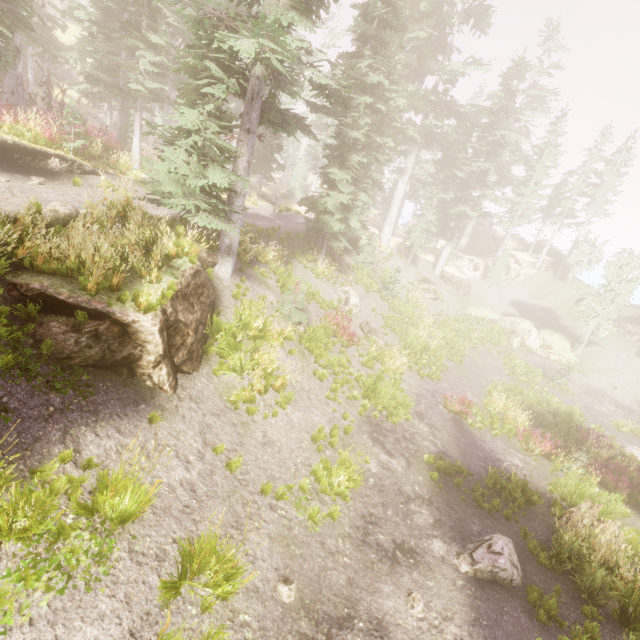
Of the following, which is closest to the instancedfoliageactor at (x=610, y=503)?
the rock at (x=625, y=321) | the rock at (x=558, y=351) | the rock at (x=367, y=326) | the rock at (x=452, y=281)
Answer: the rock at (x=625, y=321)

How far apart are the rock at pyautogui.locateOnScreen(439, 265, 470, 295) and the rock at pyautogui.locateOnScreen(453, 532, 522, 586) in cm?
3002

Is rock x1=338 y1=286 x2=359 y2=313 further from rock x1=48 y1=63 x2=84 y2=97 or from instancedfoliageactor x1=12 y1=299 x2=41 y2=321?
rock x1=48 y1=63 x2=84 y2=97

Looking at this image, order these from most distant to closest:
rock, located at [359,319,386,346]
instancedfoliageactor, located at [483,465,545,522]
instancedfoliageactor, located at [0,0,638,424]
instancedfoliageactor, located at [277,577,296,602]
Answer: rock, located at [359,319,386,346], instancedfoliageactor, located at [483,465,545,522], instancedfoliageactor, located at [0,0,638,424], instancedfoliageactor, located at [277,577,296,602]

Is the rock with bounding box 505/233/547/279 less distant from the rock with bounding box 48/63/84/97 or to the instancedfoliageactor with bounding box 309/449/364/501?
the instancedfoliageactor with bounding box 309/449/364/501

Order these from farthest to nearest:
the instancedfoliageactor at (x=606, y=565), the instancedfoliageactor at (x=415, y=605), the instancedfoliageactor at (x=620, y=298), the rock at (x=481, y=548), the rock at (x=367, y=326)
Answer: the instancedfoliageactor at (x=620, y=298) < the rock at (x=367, y=326) < the rock at (x=481, y=548) < the instancedfoliageactor at (x=606, y=565) < the instancedfoliageactor at (x=415, y=605)

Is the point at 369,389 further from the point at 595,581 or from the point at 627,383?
the point at 627,383

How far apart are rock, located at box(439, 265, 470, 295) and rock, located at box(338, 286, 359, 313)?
18.3 meters
